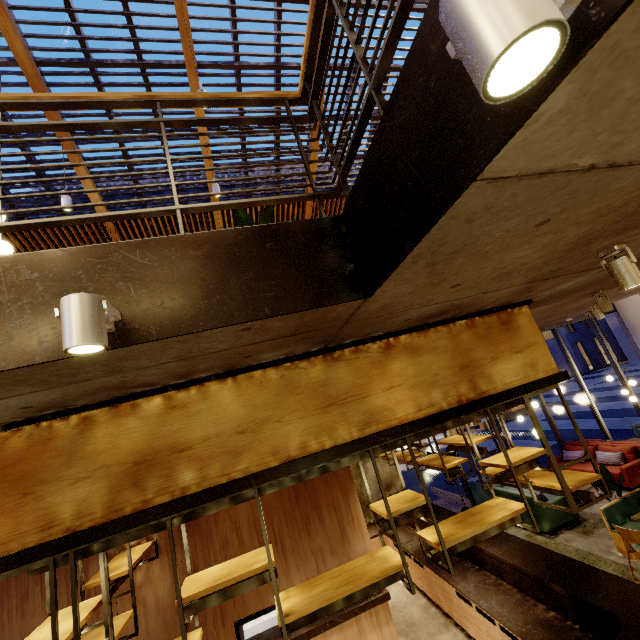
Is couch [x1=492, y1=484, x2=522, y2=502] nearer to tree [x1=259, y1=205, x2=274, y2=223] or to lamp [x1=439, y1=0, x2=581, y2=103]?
tree [x1=259, y1=205, x2=274, y2=223]

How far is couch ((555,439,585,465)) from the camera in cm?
976

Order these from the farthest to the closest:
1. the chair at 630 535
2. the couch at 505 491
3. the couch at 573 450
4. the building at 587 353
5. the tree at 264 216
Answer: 1. the building at 587 353
2. the couch at 573 450
3. the couch at 505 491
4. the chair at 630 535
5. the tree at 264 216

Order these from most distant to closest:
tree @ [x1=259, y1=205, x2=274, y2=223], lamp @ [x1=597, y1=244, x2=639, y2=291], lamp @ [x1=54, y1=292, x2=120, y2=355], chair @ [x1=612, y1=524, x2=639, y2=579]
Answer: chair @ [x1=612, y1=524, x2=639, y2=579]
tree @ [x1=259, y1=205, x2=274, y2=223]
lamp @ [x1=597, y1=244, x2=639, y2=291]
lamp @ [x1=54, y1=292, x2=120, y2=355]

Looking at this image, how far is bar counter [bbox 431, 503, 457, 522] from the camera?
6.9 meters

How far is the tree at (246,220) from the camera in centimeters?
371cm

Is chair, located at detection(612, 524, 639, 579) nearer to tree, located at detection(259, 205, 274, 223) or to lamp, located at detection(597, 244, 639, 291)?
lamp, located at detection(597, 244, 639, 291)

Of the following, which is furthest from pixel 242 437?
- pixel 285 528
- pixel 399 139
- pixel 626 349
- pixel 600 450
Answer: pixel 626 349
